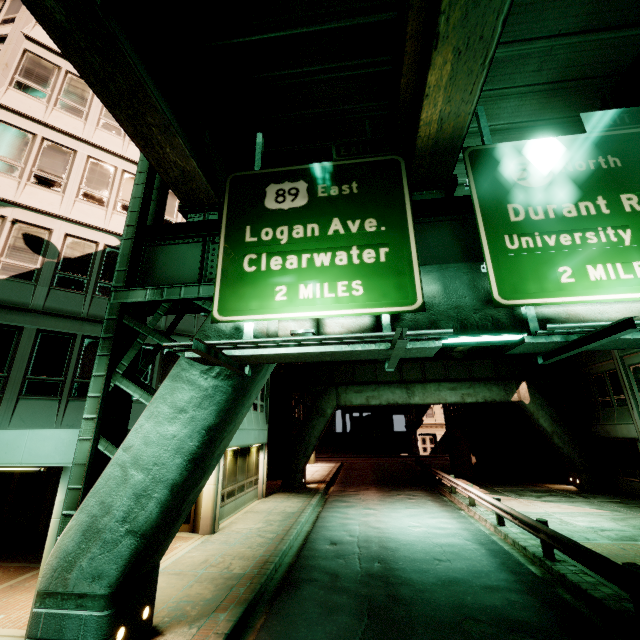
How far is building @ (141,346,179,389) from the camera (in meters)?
12.36

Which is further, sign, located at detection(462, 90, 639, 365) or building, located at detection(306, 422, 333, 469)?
building, located at detection(306, 422, 333, 469)

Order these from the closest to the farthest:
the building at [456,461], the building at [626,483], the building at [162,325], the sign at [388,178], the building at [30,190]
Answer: the sign at [388,178] → the building at [30,190] → the building at [162,325] → the building at [626,483] → the building at [456,461]

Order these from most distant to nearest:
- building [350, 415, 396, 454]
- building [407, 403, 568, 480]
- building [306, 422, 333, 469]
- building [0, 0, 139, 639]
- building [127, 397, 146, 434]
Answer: building [350, 415, 396, 454] < building [306, 422, 333, 469] < building [407, 403, 568, 480] < building [127, 397, 146, 434] < building [0, 0, 139, 639]

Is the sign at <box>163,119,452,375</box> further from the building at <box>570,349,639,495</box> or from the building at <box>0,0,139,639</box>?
the building at <box>570,349,639,495</box>

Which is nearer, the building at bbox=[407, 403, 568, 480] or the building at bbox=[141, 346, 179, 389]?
the building at bbox=[141, 346, 179, 389]

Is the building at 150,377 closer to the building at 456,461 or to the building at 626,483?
the building at 456,461

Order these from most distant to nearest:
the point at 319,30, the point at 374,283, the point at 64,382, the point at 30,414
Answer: the point at 64,382 < the point at 30,414 < the point at 319,30 < the point at 374,283
